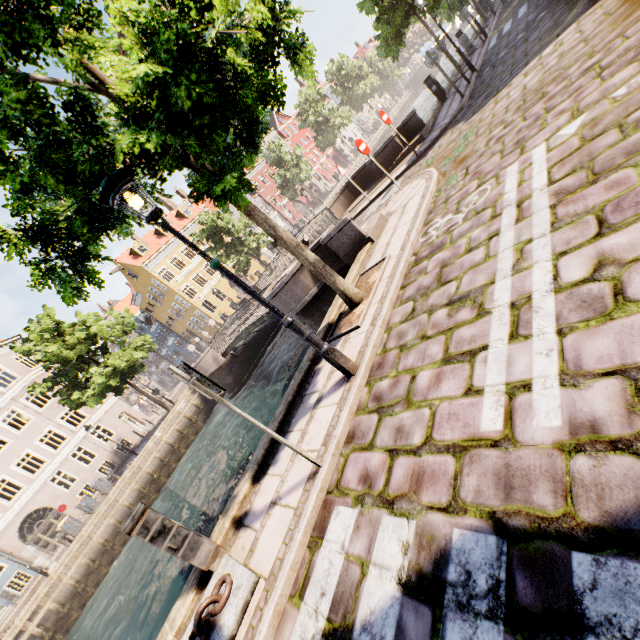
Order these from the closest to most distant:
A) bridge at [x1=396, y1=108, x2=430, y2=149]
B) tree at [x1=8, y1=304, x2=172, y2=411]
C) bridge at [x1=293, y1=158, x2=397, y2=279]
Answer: bridge at [x1=293, y1=158, x2=397, y2=279], bridge at [x1=396, y1=108, x2=430, y2=149], tree at [x1=8, y1=304, x2=172, y2=411]

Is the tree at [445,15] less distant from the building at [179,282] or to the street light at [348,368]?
the street light at [348,368]

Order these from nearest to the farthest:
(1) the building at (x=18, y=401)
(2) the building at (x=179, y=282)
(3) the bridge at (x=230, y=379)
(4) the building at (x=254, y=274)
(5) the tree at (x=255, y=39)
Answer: (5) the tree at (x=255, y=39)
(3) the bridge at (x=230, y=379)
(1) the building at (x=18, y=401)
(2) the building at (x=179, y=282)
(4) the building at (x=254, y=274)

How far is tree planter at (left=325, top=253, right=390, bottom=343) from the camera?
5.6 meters

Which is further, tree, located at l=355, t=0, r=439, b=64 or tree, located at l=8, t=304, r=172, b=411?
tree, located at l=8, t=304, r=172, b=411

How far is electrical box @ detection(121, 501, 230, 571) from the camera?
3.6 meters

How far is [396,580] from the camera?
2.23m

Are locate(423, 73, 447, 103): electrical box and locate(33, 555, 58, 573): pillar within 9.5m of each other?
no
